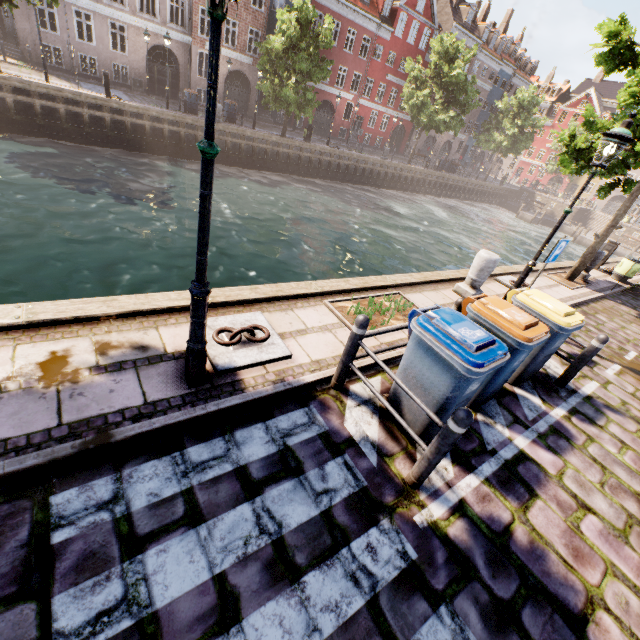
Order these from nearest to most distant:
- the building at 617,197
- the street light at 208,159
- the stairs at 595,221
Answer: the street light at 208,159, the stairs at 595,221, the building at 617,197

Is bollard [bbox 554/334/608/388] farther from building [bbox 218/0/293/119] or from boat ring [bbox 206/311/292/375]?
building [bbox 218/0/293/119]

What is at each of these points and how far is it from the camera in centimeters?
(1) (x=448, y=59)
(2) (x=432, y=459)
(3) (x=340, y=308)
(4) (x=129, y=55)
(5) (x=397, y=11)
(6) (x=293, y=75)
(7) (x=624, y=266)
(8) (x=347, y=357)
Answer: (1) tree, 2808cm
(2) bollard, 298cm
(3) tree planter, 561cm
(4) building, 2398cm
(5) building, 3259cm
(6) tree, 2153cm
(7) trash bin, 1313cm
(8) bollard, 381cm

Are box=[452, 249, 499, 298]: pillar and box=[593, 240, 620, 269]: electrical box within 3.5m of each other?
no

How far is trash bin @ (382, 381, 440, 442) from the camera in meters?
3.6

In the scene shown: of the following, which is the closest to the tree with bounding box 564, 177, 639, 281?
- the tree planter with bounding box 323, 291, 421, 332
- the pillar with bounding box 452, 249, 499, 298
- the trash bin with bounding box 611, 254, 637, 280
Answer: the trash bin with bounding box 611, 254, 637, 280

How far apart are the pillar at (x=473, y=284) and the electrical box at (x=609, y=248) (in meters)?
10.70

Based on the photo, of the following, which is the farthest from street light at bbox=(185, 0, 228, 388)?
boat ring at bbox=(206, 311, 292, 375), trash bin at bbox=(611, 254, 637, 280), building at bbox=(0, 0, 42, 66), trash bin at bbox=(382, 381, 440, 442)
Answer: building at bbox=(0, 0, 42, 66)
